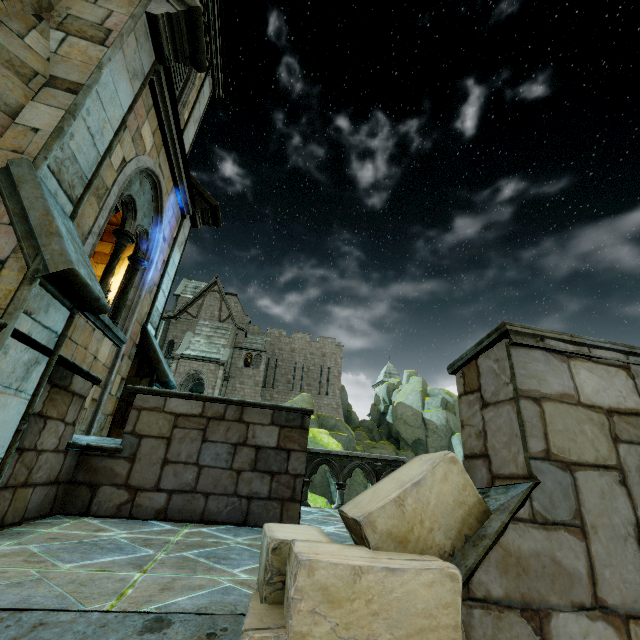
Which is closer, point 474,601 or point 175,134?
point 474,601

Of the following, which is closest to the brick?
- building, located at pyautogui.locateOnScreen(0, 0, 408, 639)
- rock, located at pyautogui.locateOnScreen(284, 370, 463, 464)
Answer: building, located at pyautogui.locateOnScreen(0, 0, 408, 639)

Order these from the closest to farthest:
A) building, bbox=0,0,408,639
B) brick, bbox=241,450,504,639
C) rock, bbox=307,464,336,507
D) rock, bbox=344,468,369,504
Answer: brick, bbox=241,450,504,639 → building, bbox=0,0,408,639 → rock, bbox=307,464,336,507 → rock, bbox=344,468,369,504

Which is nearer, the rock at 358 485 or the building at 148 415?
the building at 148 415

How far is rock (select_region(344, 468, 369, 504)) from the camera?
15.4m

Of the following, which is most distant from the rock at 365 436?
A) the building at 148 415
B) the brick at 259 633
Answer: the brick at 259 633

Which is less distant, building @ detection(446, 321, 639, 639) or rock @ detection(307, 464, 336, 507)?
building @ detection(446, 321, 639, 639)
